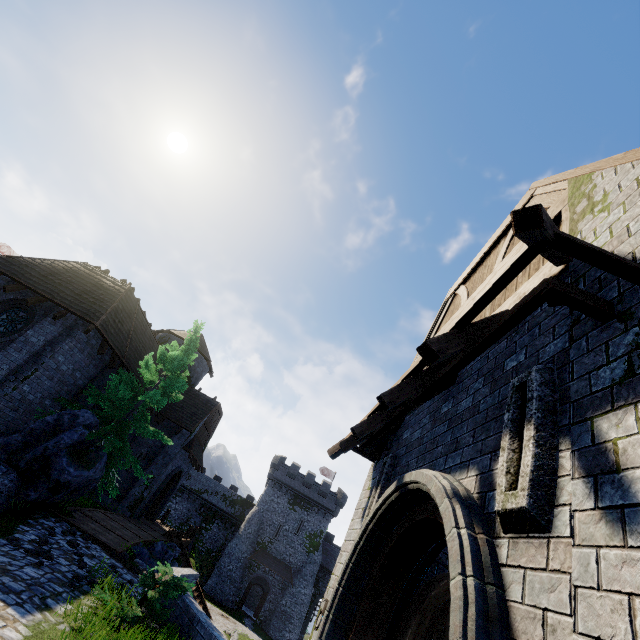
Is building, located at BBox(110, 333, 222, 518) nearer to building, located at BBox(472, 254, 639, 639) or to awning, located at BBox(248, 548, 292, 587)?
building, located at BBox(472, 254, 639, 639)

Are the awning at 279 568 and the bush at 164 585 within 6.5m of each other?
no

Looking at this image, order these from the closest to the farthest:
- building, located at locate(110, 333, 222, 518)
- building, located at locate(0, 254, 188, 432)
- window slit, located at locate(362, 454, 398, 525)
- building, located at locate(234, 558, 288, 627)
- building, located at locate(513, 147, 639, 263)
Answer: building, located at locate(513, 147, 639, 263), window slit, located at locate(362, 454, 398, 525), building, located at locate(0, 254, 188, 432), building, located at locate(110, 333, 222, 518), building, located at locate(234, 558, 288, 627)

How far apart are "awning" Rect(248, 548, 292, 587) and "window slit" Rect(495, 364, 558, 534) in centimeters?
4693cm

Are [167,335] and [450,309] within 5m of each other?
no

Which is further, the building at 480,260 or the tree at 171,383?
the tree at 171,383

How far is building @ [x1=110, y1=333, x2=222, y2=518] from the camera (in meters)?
20.73

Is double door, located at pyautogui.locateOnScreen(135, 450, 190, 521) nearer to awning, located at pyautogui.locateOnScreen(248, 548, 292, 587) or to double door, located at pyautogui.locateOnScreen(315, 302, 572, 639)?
awning, located at pyautogui.locateOnScreen(248, 548, 292, 587)
